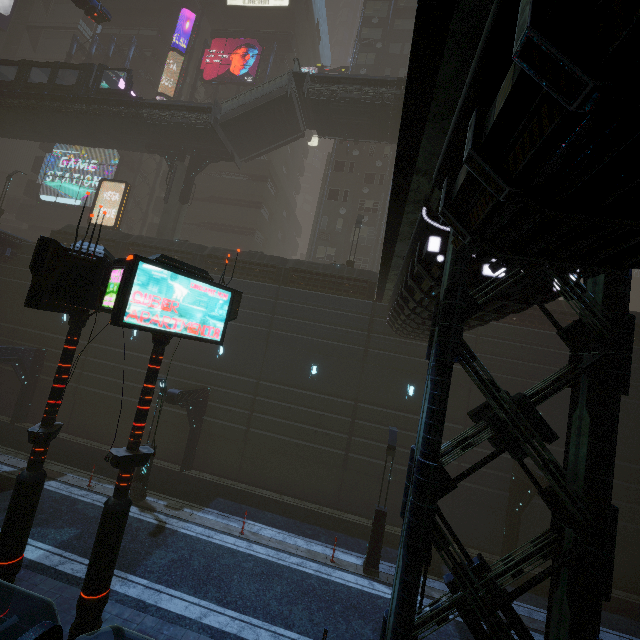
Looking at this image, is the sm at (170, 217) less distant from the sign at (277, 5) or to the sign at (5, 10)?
the sign at (277, 5)

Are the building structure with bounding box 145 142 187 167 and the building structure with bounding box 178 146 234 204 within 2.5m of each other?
yes

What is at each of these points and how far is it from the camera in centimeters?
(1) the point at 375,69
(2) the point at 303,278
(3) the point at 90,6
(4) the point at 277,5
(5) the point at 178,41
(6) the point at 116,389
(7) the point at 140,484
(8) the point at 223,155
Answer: (1) building, 3238cm
(2) building, 2058cm
(3) car, 2595cm
(4) sign, 3600cm
(5) building, 4266cm
(6) building, 2055cm
(7) street light, 1452cm
(8) building structure, 2622cm

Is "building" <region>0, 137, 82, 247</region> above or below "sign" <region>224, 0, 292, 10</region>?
below

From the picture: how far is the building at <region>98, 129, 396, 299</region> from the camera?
20.92m

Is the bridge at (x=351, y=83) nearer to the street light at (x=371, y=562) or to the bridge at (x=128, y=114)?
the bridge at (x=128, y=114)

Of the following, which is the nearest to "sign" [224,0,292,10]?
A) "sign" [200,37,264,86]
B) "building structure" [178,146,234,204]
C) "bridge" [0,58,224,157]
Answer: "sign" [200,37,264,86]

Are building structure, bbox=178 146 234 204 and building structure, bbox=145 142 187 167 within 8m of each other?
yes
